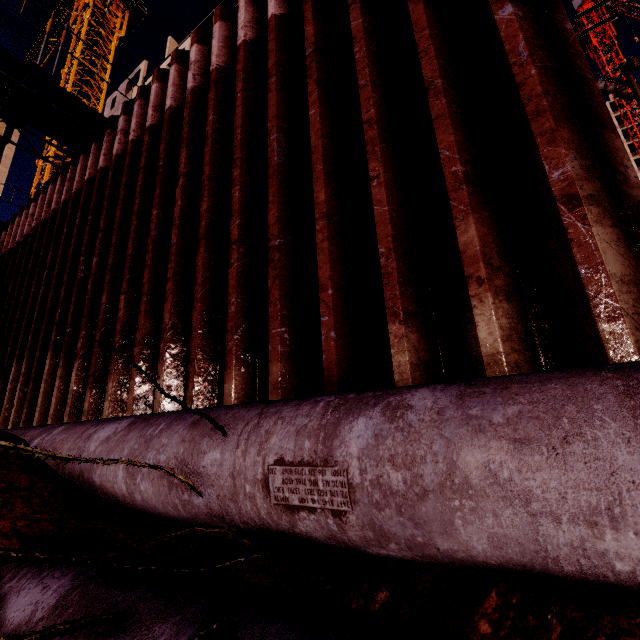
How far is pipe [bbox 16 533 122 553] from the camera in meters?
1.6

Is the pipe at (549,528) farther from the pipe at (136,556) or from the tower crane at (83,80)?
the tower crane at (83,80)

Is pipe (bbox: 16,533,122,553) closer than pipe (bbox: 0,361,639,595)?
No

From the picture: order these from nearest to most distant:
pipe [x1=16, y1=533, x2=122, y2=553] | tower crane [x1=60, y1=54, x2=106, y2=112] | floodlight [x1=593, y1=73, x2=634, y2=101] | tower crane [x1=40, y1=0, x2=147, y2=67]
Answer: Answer: pipe [x1=16, y1=533, x2=122, y2=553] < floodlight [x1=593, y1=73, x2=634, y2=101] < tower crane [x1=60, y1=54, x2=106, y2=112] < tower crane [x1=40, y1=0, x2=147, y2=67]

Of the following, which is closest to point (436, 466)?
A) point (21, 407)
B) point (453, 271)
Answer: point (453, 271)

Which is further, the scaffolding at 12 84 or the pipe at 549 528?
the scaffolding at 12 84

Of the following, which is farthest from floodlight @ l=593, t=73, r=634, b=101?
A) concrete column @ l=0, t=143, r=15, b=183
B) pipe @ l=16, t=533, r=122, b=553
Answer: concrete column @ l=0, t=143, r=15, b=183

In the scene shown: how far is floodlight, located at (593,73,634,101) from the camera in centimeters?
1688cm
